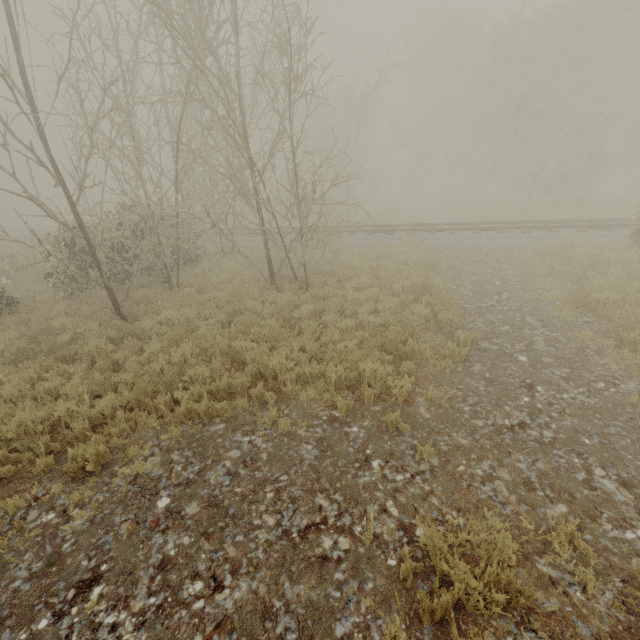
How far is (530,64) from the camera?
21.11m
